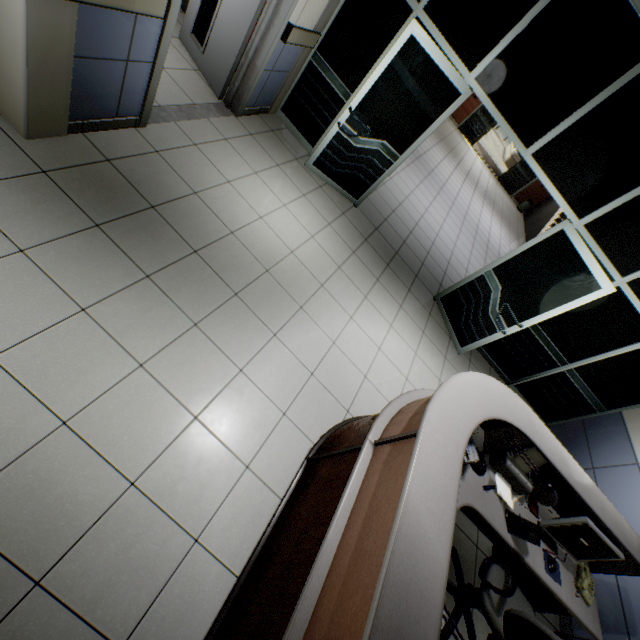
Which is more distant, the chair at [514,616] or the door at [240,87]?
the door at [240,87]

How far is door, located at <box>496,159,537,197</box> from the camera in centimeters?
1438cm

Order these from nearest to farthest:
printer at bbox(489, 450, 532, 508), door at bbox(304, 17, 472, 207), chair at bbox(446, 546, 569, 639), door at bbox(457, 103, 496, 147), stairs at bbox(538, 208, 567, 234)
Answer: chair at bbox(446, 546, 569, 639)
printer at bbox(489, 450, 532, 508)
door at bbox(304, 17, 472, 207)
stairs at bbox(538, 208, 567, 234)
door at bbox(457, 103, 496, 147)

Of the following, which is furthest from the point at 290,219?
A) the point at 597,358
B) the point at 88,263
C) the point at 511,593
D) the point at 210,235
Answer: the point at 597,358

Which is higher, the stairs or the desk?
the stairs

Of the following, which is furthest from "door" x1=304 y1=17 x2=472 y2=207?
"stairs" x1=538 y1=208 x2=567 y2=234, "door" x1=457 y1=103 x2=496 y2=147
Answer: "door" x1=457 y1=103 x2=496 y2=147

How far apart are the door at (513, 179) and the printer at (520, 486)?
15.7 meters

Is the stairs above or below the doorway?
above
